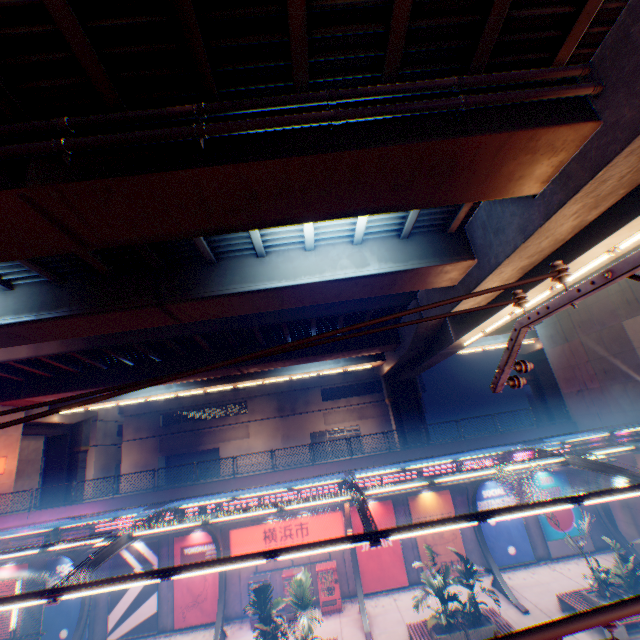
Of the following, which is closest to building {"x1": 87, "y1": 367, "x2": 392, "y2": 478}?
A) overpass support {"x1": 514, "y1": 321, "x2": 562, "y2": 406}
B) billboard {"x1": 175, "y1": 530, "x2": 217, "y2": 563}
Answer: overpass support {"x1": 514, "y1": 321, "x2": 562, "y2": 406}

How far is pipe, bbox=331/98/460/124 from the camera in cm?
604

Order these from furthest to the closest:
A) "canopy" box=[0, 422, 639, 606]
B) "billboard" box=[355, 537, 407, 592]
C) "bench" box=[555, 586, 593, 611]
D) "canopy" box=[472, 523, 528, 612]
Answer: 1. "billboard" box=[355, 537, 407, 592]
2. "canopy" box=[472, 523, 528, 612]
3. "bench" box=[555, 586, 593, 611]
4. "canopy" box=[0, 422, 639, 606]

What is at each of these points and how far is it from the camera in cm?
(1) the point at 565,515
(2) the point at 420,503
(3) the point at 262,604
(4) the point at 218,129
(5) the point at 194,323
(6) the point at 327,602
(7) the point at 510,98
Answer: (1) billboard, 1914
(2) billboard, 1933
(3) plants, 1331
(4) pipe, 591
(5) overpass support, 1889
(6) vending machine, 1698
(7) pipe, 621

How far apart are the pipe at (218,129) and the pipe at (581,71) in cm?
28

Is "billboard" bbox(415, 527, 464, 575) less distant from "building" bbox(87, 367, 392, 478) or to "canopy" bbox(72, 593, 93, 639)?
"canopy" bbox(72, 593, 93, 639)

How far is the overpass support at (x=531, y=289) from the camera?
11.0 meters

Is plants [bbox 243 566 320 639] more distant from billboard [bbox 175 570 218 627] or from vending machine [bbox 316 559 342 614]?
billboard [bbox 175 570 218 627]
